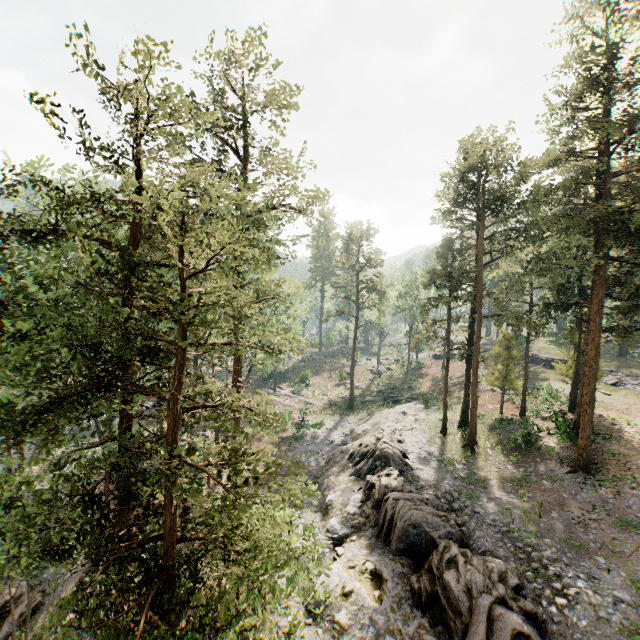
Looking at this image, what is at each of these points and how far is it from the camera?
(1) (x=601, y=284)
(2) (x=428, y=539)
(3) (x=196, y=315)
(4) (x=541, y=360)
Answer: (1) foliage, 19.4m
(2) rock, 17.5m
(3) foliage, 9.4m
(4) ground embankment, 46.5m

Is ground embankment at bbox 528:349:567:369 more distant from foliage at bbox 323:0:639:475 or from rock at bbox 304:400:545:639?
rock at bbox 304:400:545:639

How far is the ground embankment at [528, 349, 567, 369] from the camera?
44.7m

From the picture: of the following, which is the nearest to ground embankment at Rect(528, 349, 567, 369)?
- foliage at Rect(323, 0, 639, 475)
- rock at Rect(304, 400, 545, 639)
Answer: foliage at Rect(323, 0, 639, 475)

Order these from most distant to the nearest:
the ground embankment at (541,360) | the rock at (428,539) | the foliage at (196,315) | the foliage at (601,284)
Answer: the ground embankment at (541,360) → the foliage at (601,284) → the rock at (428,539) → the foliage at (196,315)

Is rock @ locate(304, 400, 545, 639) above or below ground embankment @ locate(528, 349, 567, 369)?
below

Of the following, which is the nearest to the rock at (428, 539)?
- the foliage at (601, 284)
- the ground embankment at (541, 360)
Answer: the foliage at (601, 284)
